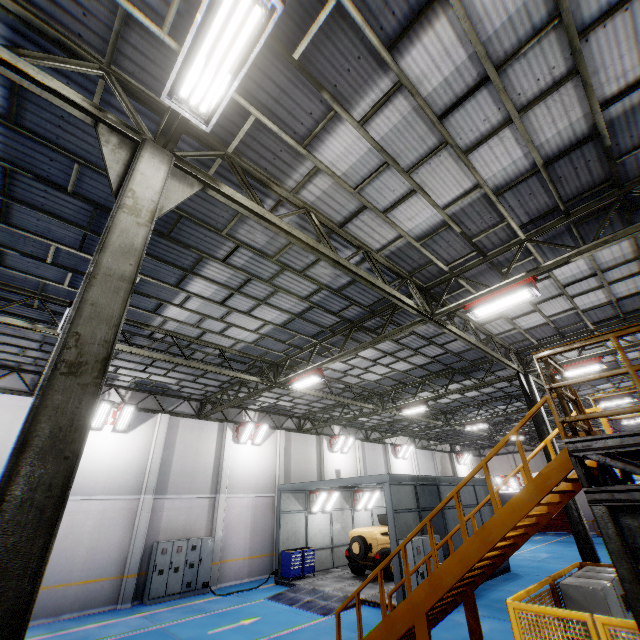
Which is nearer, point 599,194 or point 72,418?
point 72,418

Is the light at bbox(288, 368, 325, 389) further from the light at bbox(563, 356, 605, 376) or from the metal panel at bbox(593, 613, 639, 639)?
the light at bbox(563, 356, 605, 376)

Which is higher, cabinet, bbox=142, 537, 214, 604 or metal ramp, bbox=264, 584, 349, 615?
cabinet, bbox=142, 537, 214, 604

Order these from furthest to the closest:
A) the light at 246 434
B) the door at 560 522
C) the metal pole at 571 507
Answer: the door at 560 522 < the light at 246 434 < the metal pole at 571 507

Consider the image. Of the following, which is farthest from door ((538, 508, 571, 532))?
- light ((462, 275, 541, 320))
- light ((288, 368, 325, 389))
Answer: light ((462, 275, 541, 320))

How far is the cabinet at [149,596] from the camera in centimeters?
1407cm

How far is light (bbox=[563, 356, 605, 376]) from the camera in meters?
12.0

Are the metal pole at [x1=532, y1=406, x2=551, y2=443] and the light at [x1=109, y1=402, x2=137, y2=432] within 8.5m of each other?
no
